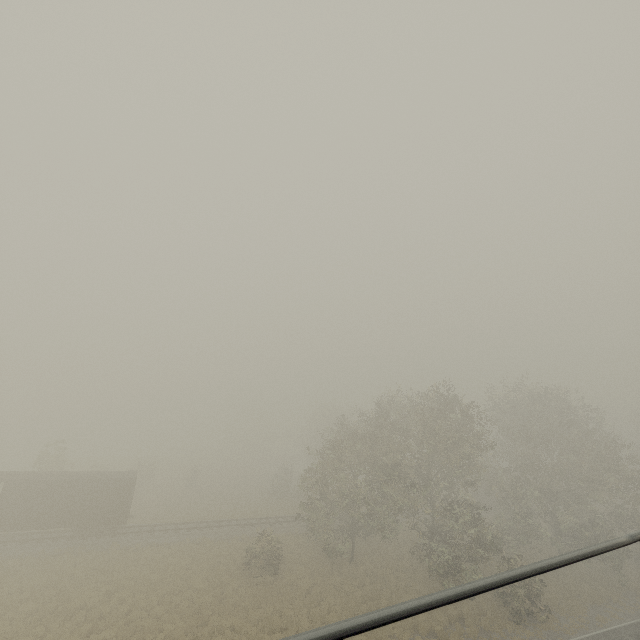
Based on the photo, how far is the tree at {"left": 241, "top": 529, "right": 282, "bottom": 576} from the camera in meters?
24.1

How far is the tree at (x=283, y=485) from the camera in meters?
45.3 m

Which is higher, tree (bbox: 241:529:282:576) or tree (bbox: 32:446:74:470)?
tree (bbox: 32:446:74:470)

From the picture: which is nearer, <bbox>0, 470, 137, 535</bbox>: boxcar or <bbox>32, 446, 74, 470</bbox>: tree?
<bbox>0, 470, 137, 535</bbox>: boxcar

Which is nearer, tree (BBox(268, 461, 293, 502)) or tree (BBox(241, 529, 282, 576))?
tree (BBox(241, 529, 282, 576))

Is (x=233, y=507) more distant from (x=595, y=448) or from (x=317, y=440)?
(x=595, y=448)
